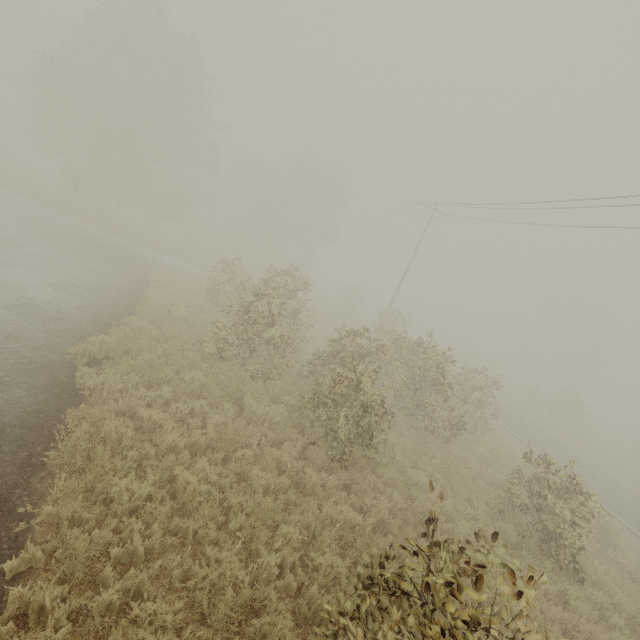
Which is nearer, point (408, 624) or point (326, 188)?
point (408, 624)

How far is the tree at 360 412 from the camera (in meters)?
8.45

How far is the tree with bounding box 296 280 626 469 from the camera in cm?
845
